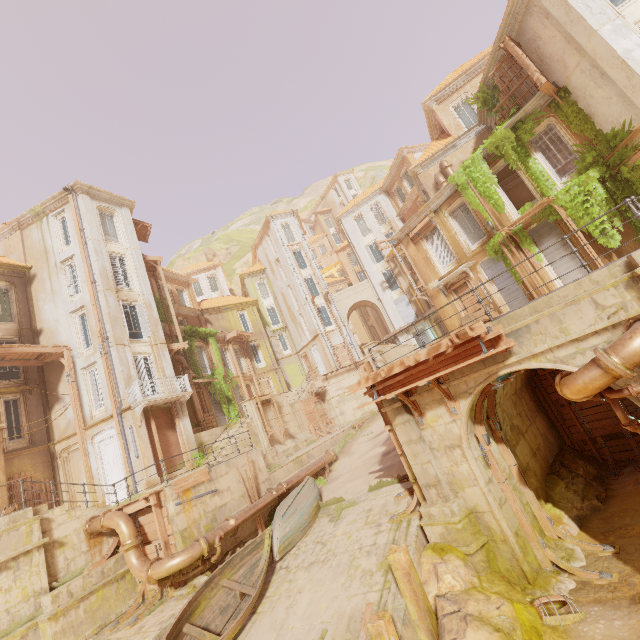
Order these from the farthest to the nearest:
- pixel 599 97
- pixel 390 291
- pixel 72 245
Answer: pixel 390 291
pixel 72 245
pixel 599 97

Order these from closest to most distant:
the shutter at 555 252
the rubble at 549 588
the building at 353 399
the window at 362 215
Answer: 1. the rubble at 549 588
2. the shutter at 555 252
3. the building at 353 399
4. the window at 362 215

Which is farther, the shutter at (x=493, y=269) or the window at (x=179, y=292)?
the window at (x=179, y=292)

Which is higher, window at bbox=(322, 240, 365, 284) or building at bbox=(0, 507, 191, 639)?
window at bbox=(322, 240, 365, 284)

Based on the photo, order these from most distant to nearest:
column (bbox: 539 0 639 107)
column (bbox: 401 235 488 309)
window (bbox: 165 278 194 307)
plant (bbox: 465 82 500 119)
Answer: window (bbox: 165 278 194 307), column (bbox: 401 235 488 309), plant (bbox: 465 82 500 119), column (bbox: 539 0 639 107)

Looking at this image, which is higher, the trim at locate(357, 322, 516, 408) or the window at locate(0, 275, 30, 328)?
the window at locate(0, 275, 30, 328)

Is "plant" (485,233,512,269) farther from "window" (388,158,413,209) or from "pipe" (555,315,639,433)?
"window" (388,158,413,209)

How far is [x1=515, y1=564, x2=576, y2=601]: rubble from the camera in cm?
758
